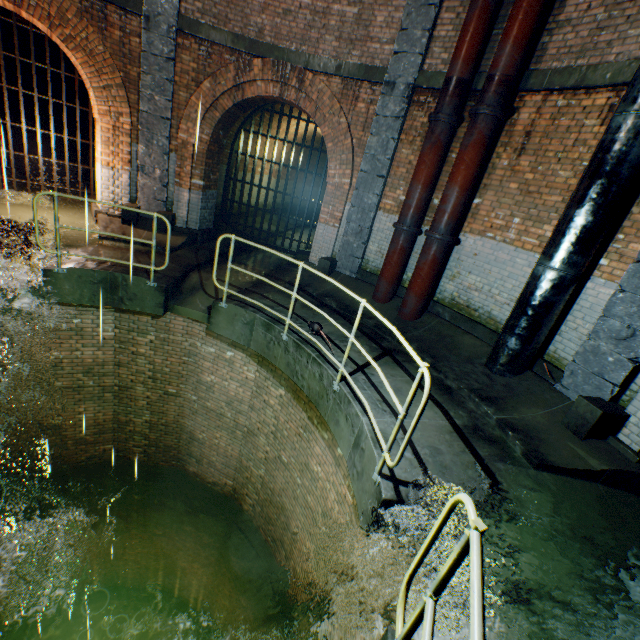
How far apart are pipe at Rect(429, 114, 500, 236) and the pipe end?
0.0 meters

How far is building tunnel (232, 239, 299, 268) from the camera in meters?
9.8 m

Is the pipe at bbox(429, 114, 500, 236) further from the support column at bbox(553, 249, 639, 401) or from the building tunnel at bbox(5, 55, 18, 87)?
the building tunnel at bbox(5, 55, 18, 87)

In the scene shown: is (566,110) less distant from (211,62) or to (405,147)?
(405,147)

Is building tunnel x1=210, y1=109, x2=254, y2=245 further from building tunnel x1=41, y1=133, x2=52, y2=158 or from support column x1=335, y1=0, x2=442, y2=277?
building tunnel x1=41, y1=133, x2=52, y2=158

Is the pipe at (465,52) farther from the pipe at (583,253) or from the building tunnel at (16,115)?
the building tunnel at (16,115)

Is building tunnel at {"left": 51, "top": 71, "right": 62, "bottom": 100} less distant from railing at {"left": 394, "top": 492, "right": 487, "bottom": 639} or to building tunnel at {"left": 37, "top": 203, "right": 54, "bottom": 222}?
building tunnel at {"left": 37, "top": 203, "right": 54, "bottom": 222}

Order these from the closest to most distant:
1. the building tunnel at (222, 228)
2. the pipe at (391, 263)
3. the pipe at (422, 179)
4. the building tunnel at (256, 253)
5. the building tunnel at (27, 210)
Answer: the pipe at (422, 179) → the pipe at (391, 263) → the building tunnel at (27, 210) → the building tunnel at (256, 253) → the building tunnel at (222, 228)
